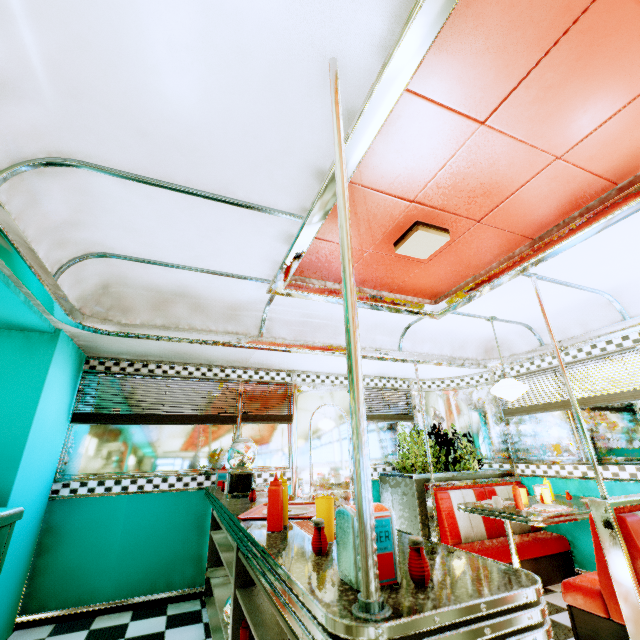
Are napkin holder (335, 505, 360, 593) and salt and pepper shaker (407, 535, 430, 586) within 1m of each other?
yes

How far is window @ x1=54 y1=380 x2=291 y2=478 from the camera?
3.8 meters

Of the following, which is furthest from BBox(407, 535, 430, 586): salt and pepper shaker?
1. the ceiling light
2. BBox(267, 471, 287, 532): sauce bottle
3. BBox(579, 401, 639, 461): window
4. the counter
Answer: BBox(579, 401, 639, 461): window

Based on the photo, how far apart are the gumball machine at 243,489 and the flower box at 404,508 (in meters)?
2.34

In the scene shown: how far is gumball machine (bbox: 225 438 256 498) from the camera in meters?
2.7 m

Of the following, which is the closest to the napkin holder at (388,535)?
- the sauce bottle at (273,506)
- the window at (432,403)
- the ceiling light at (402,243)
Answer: the sauce bottle at (273,506)

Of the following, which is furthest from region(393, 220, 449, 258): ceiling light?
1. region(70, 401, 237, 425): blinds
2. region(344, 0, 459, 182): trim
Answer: region(70, 401, 237, 425): blinds

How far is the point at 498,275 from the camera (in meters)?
3.17
